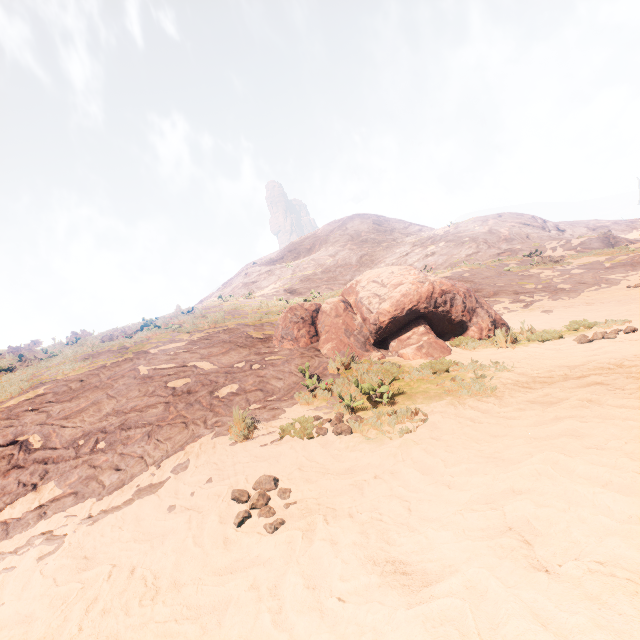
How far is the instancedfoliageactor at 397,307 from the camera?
7.2m

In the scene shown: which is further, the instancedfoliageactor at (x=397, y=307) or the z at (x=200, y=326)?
the instancedfoliageactor at (x=397, y=307)

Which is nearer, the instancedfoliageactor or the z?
the z

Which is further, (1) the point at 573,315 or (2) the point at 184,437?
(1) the point at 573,315

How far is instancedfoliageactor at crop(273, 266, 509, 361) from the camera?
7.2 meters
